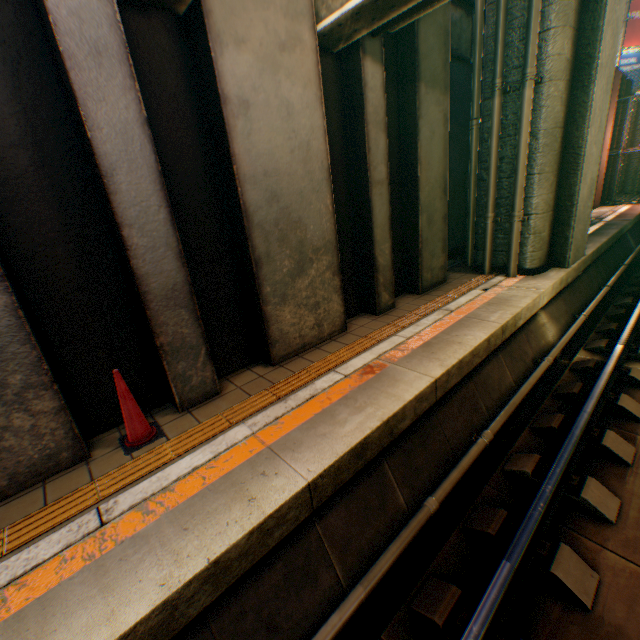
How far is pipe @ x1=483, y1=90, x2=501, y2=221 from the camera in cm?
641

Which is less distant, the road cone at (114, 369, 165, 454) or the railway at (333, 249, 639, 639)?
the railway at (333, 249, 639, 639)

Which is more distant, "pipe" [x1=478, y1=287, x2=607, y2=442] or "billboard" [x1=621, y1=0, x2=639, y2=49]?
"billboard" [x1=621, y1=0, x2=639, y2=49]

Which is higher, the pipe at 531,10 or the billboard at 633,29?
the billboard at 633,29

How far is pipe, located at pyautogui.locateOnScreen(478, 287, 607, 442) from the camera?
4.32m

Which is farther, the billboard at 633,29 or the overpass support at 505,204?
the billboard at 633,29

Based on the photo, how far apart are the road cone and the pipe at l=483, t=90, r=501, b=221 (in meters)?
7.33

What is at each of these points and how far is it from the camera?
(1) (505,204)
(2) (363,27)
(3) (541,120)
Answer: (1) overpass support, 7.16m
(2) bridge, 4.11m
(3) overpass support, 6.25m
